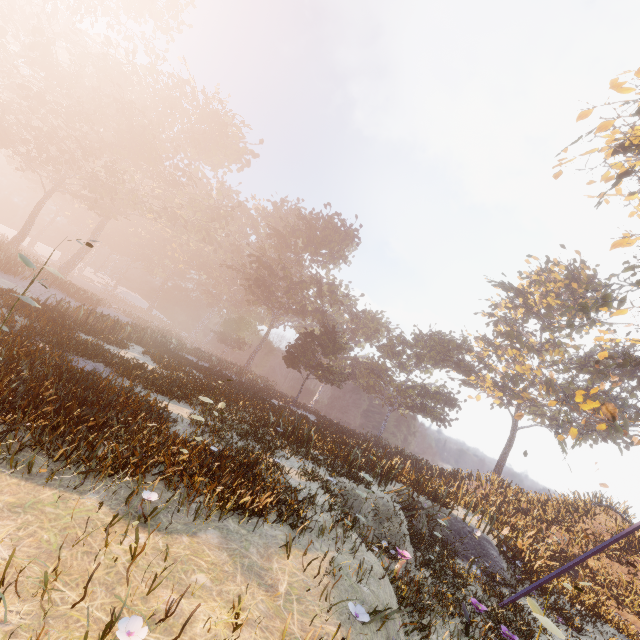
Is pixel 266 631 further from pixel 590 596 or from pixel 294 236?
pixel 294 236

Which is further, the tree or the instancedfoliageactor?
the tree

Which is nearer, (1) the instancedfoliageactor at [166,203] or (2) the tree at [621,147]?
(1) the instancedfoliageactor at [166,203]
